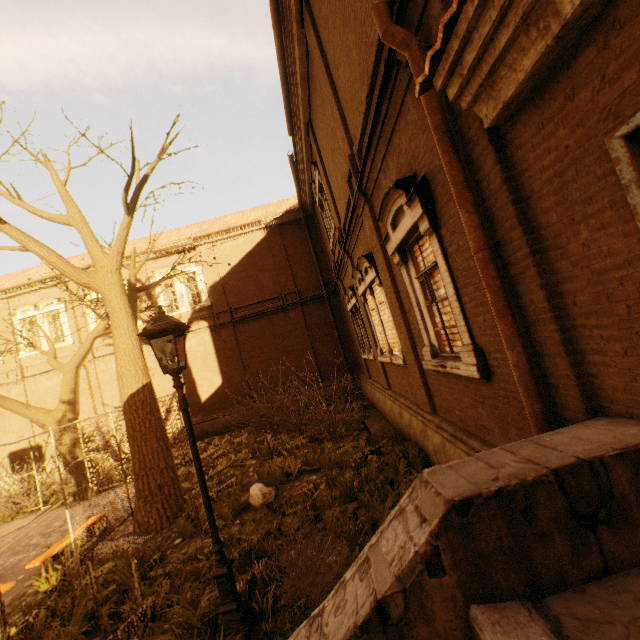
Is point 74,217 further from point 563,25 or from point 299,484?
point 563,25

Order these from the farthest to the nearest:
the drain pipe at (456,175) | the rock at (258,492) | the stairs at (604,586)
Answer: the rock at (258,492)
the drain pipe at (456,175)
the stairs at (604,586)

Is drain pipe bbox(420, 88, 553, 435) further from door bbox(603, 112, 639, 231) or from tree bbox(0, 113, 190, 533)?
tree bbox(0, 113, 190, 533)

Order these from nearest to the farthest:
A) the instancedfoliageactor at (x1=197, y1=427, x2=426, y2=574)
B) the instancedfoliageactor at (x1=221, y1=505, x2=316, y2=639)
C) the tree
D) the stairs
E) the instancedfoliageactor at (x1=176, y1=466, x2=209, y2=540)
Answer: the stairs < the instancedfoliageactor at (x1=221, y1=505, x2=316, y2=639) < the instancedfoliageactor at (x1=197, y1=427, x2=426, y2=574) < the instancedfoliageactor at (x1=176, y1=466, x2=209, y2=540) < the tree

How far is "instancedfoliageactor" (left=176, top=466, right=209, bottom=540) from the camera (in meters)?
6.44

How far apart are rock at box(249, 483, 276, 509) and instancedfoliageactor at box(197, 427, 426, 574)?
0.42m

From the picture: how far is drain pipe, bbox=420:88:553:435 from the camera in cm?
273

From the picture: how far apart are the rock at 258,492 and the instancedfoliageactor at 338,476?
0.42m
